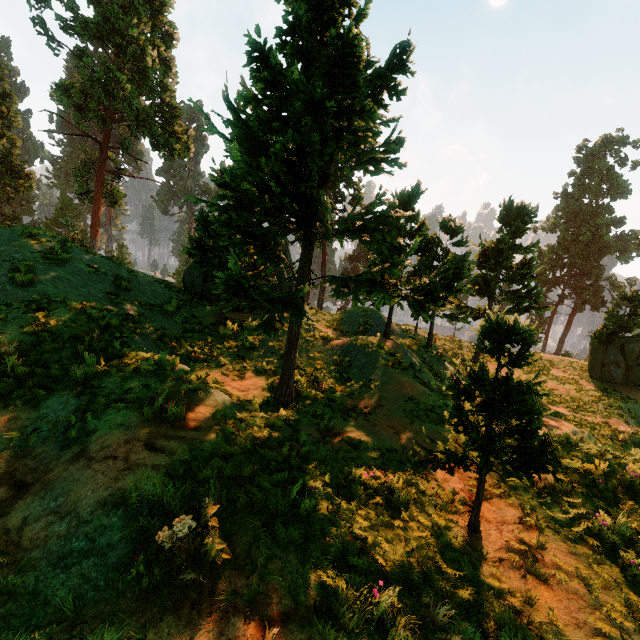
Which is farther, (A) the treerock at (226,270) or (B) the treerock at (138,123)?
(B) the treerock at (138,123)

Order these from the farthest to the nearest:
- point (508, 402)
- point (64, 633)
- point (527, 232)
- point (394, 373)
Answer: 1. point (527, 232)
2. point (394, 373)
3. point (508, 402)
4. point (64, 633)

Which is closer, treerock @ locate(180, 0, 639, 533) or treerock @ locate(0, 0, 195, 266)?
treerock @ locate(180, 0, 639, 533)
